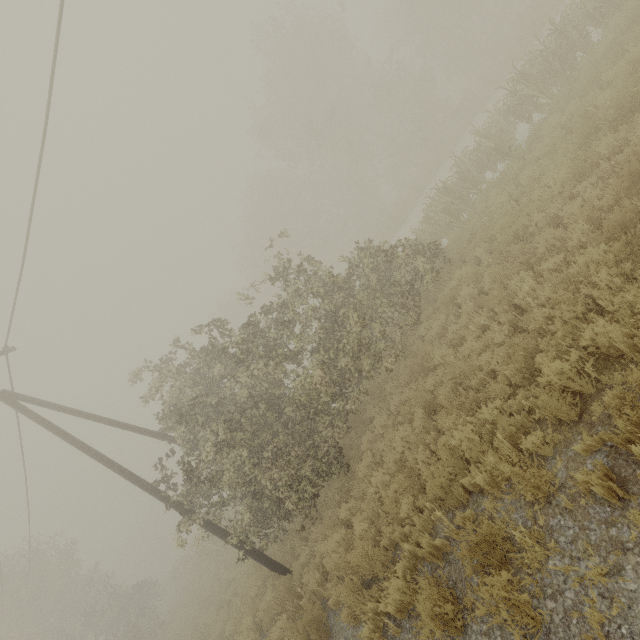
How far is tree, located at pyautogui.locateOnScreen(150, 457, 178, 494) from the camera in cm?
1021

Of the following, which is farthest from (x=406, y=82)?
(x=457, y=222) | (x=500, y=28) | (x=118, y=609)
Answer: (x=118, y=609)

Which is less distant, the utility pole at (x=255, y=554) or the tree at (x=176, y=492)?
the utility pole at (x=255, y=554)

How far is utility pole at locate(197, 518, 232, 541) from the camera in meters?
9.8 m

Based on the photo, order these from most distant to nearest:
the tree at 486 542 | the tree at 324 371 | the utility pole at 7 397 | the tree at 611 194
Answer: the utility pole at 7 397, the tree at 324 371, the tree at 611 194, the tree at 486 542

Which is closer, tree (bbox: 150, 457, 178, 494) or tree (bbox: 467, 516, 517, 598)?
tree (bbox: 467, 516, 517, 598)

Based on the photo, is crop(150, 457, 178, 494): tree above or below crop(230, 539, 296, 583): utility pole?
above
